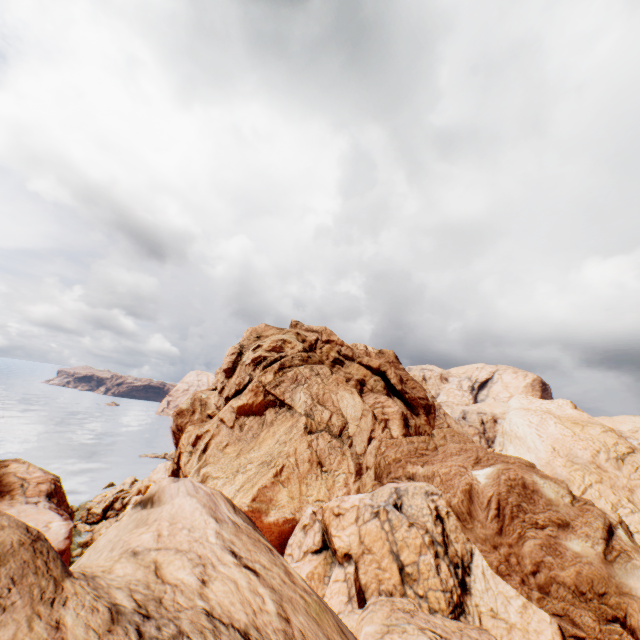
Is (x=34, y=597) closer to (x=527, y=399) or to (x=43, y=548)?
(x=43, y=548)
